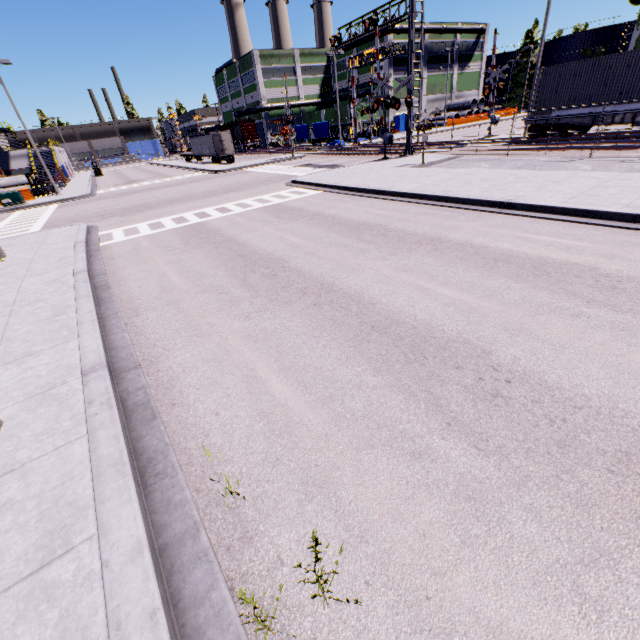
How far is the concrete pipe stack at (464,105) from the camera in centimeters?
5650cm

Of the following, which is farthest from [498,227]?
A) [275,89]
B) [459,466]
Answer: [275,89]

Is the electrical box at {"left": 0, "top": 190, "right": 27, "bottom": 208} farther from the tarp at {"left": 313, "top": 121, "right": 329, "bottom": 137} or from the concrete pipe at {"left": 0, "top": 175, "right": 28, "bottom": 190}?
the tarp at {"left": 313, "top": 121, "right": 329, "bottom": 137}

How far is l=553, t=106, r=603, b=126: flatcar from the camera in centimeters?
1850cm

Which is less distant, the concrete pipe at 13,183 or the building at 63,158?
the concrete pipe at 13,183

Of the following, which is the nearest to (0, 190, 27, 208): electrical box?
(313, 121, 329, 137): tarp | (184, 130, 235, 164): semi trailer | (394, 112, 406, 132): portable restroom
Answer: (184, 130, 235, 164): semi trailer

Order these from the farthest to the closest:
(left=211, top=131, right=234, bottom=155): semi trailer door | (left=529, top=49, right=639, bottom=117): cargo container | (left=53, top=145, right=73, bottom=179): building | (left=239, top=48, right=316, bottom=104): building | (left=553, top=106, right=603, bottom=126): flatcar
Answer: (left=239, top=48, right=316, bottom=104): building, (left=53, top=145, right=73, bottom=179): building, (left=211, top=131, right=234, bottom=155): semi trailer door, (left=553, top=106, right=603, bottom=126): flatcar, (left=529, top=49, right=639, bottom=117): cargo container

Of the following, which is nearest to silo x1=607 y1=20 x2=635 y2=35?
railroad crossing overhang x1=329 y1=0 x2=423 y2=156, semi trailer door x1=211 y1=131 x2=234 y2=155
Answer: railroad crossing overhang x1=329 y1=0 x2=423 y2=156
